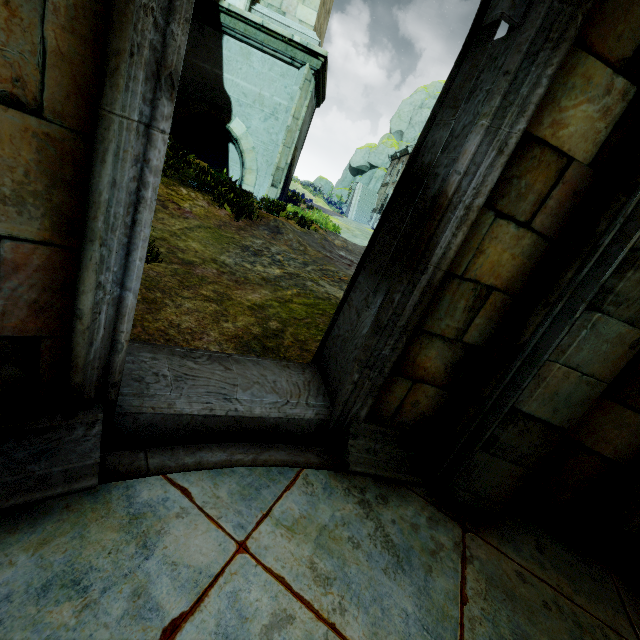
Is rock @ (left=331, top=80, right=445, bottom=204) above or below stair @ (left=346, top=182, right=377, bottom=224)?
above

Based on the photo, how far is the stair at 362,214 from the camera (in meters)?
34.00

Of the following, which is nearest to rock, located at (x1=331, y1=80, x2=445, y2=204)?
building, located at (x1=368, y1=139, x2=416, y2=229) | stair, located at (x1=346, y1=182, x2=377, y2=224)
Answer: stair, located at (x1=346, y1=182, x2=377, y2=224)

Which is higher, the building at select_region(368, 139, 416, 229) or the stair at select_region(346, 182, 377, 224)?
the building at select_region(368, 139, 416, 229)

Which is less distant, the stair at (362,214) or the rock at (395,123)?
the stair at (362,214)

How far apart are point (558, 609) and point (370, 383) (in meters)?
1.74

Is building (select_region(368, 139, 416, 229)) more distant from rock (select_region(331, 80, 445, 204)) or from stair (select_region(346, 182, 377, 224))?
rock (select_region(331, 80, 445, 204))
